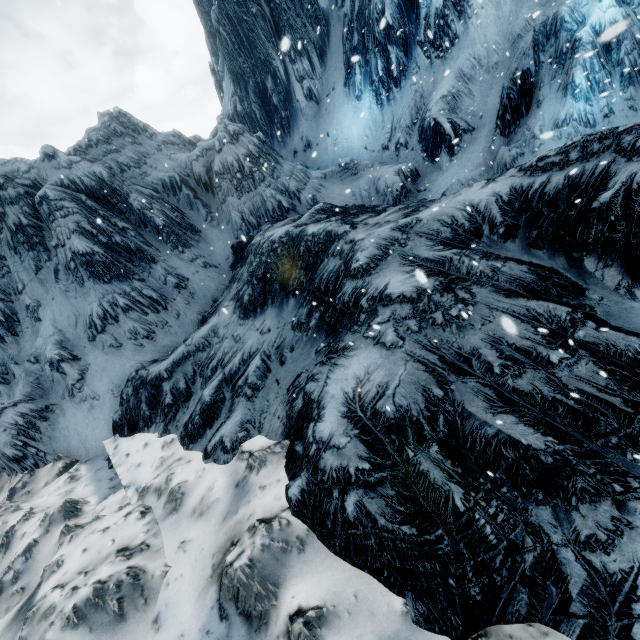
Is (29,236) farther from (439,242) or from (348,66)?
(348,66)
